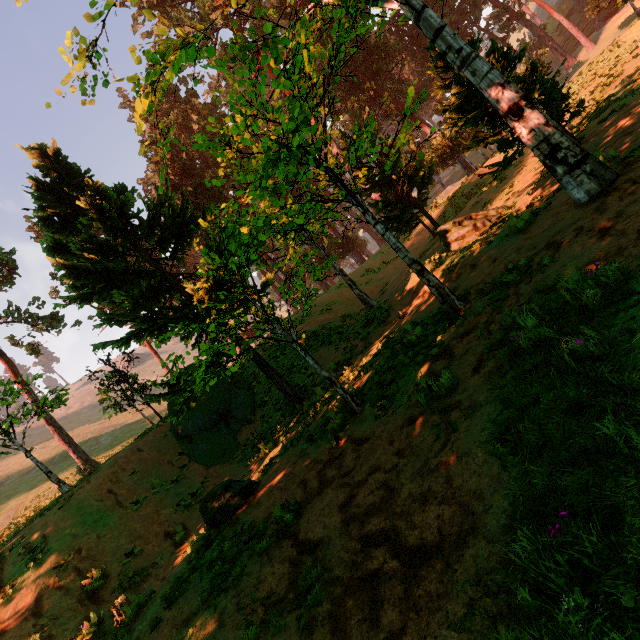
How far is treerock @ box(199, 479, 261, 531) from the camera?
7.35m

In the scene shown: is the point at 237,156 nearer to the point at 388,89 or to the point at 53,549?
the point at 53,549

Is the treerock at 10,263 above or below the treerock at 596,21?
above

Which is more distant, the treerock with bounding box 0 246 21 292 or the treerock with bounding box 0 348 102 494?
the treerock with bounding box 0 246 21 292

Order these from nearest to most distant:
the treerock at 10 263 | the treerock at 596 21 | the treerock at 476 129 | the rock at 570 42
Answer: the treerock at 476 129, the treerock at 10 263, the treerock at 596 21, the rock at 570 42

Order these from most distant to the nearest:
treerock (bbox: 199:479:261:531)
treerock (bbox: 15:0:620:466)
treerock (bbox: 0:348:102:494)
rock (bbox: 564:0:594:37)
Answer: rock (bbox: 564:0:594:37)
treerock (bbox: 0:348:102:494)
treerock (bbox: 199:479:261:531)
treerock (bbox: 15:0:620:466)

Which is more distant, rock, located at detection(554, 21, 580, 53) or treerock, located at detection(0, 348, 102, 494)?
rock, located at detection(554, 21, 580, 53)
